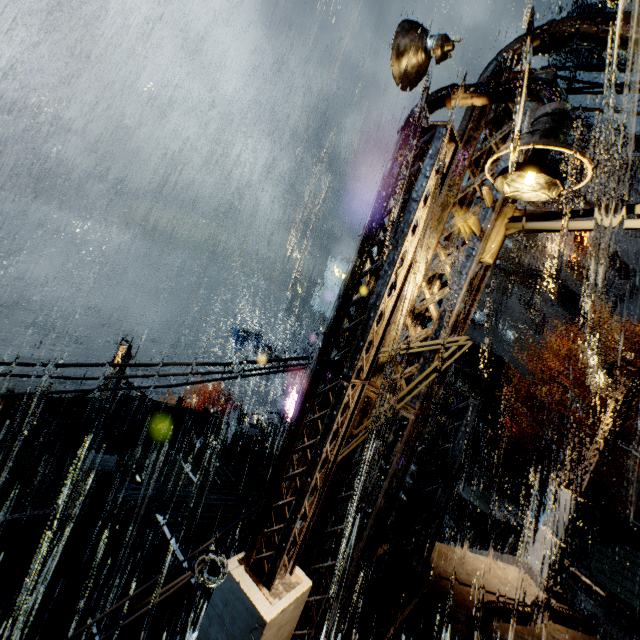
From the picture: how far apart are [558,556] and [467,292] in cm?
1069

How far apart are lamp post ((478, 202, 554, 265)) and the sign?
41.6m

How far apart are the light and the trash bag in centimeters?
1632cm

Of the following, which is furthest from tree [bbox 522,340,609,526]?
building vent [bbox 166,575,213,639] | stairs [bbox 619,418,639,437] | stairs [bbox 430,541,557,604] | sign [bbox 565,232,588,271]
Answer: sign [bbox 565,232,588,271]

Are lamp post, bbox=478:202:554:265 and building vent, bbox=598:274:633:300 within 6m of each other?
no

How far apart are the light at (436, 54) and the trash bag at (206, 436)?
16.32m

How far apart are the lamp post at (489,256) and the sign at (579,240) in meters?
41.6

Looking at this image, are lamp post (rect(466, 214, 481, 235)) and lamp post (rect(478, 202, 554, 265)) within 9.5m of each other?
yes
